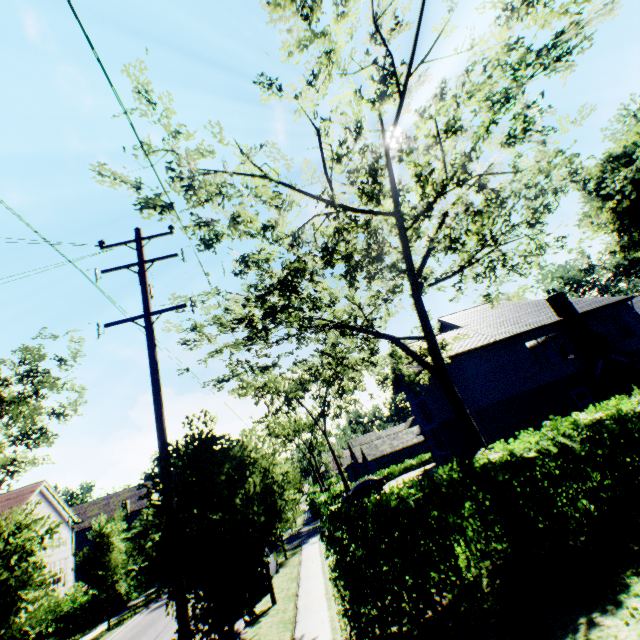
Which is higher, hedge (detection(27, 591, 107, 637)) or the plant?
the plant

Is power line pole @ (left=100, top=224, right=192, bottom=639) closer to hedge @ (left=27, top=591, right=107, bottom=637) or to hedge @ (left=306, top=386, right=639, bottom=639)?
hedge @ (left=306, top=386, right=639, bottom=639)

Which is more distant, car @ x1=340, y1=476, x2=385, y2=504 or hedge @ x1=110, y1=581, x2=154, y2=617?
car @ x1=340, y1=476, x2=385, y2=504

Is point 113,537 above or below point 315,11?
below

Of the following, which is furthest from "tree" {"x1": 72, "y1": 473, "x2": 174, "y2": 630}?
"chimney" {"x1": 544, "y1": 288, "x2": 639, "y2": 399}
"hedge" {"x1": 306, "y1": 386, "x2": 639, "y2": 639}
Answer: "chimney" {"x1": 544, "y1": 288, "x2": 639, "y2": 399}

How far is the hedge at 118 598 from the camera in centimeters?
2300cm

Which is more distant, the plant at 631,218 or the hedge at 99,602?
the plant at 631,218

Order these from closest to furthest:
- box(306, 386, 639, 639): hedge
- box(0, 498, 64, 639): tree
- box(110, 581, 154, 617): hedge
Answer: box(306, 386, 639, 639): hedge, box(0, 498, 64, 639): tree, box(110, 581, 154, 617): hedge
